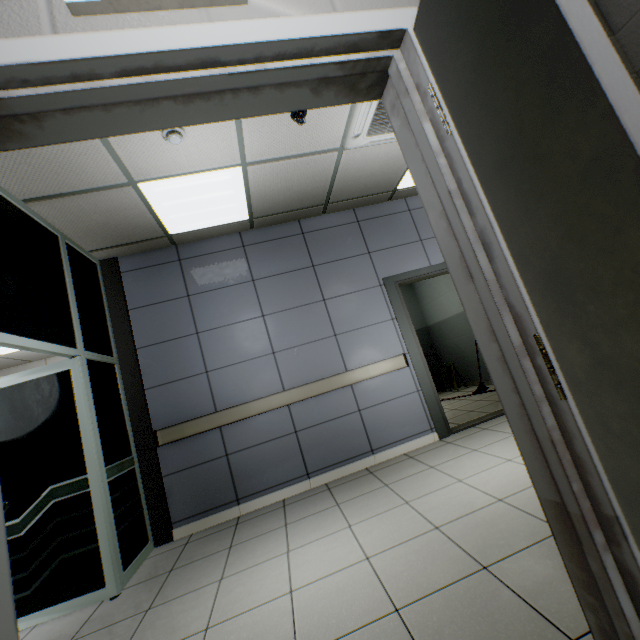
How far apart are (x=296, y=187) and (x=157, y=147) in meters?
1.5

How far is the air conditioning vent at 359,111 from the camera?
2.78m

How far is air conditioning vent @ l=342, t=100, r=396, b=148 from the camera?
2.8 meters

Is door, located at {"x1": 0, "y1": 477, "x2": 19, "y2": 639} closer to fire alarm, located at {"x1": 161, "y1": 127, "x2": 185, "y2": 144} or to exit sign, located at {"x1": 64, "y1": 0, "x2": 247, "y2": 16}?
exit sign, located at {"x1": 64, "y1": 0, "x2": 247, "y2": 16}

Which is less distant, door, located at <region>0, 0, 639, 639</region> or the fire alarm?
door, located at <region>0, 0, 639, 639</region>

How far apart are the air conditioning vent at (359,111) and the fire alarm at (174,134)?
1.5m

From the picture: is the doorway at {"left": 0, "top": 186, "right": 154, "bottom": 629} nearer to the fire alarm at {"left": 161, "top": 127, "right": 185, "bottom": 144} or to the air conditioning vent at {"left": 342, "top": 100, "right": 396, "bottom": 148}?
the fire alarm at {"left": 161, "top": 127, "right": 185, "bottom": 144}

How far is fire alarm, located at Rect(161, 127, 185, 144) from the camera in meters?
2.4 m
